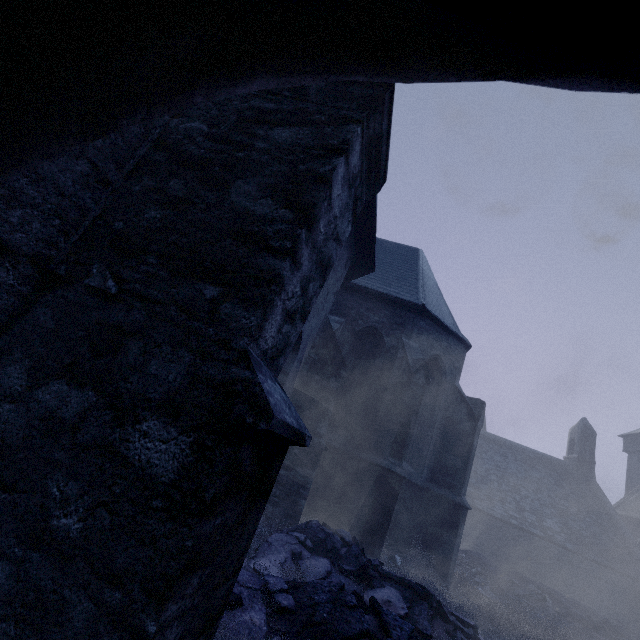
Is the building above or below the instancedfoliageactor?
above

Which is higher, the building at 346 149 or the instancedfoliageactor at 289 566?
the building at 346 149

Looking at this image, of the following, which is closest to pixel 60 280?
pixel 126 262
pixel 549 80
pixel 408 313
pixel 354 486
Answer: pixel 126 262

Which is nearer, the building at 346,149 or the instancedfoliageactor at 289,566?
the building at 346,149

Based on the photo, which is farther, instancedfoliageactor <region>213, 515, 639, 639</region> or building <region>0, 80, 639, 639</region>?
instancedfoliageactor <region>213, 515, 639, 639</region>
